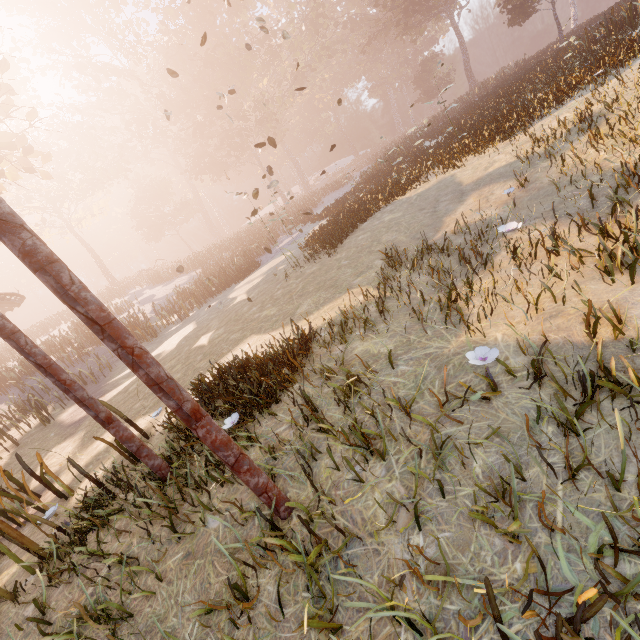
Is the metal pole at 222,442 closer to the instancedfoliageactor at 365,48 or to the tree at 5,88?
the tree at 5,88

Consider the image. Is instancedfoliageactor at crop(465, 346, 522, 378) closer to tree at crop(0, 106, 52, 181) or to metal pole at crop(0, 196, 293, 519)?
metal pole at crop(0, 196, 293, 519)

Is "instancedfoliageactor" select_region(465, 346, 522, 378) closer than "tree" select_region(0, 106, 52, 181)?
Yes

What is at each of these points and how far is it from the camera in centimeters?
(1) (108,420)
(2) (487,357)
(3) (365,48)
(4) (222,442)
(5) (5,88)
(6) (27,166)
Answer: (1) metal pole, 364cm
(2) instancedfoliageactor, 252cm
(3) instancedfoliageactor, 5059cm
(4) metal pole, 237cm
(5) tree, 1171cm
(6) tree, 1228cm

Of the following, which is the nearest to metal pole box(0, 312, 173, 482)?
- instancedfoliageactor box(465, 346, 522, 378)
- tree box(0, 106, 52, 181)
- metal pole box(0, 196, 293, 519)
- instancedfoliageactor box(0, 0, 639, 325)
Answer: metal pole box(0, 196, 293, 519)

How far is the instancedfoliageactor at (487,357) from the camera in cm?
248

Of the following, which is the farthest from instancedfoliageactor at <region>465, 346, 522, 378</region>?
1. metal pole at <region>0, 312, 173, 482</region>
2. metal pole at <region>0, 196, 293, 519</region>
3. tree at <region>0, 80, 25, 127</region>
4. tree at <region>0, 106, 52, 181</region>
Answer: tree at <region>0, 106, 52, 181</region>

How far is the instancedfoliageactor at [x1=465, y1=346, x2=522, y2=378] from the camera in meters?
2.5
